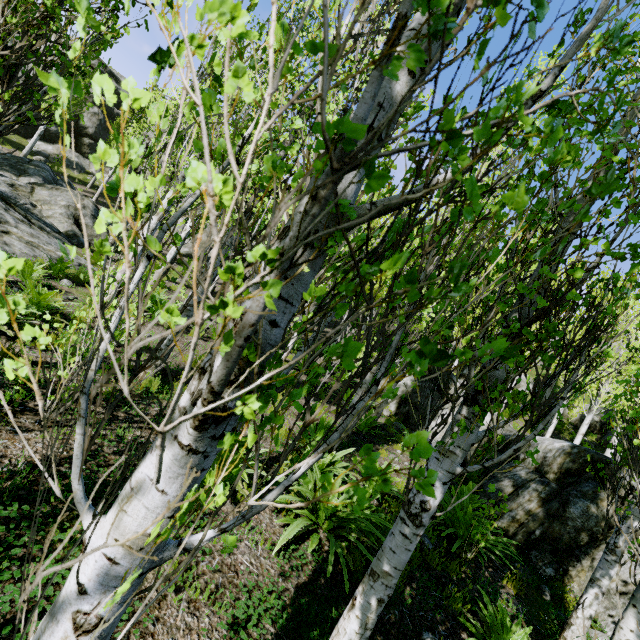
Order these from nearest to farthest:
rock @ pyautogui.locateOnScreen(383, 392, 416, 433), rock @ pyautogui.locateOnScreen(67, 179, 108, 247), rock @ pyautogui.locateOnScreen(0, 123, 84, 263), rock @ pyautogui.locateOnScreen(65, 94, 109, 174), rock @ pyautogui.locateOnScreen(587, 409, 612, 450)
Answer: rock @ pyautogui.locateOnScreen(0, 123, 84, 263), rock @ pyautogui.locateOnScreen(383, 392, 416, 433), rock @ pyautogui.locateOnScreen(67, 179, 108, 247), rock @ pyautogui.locateOnScreen(587, 409, 612, 450), rock @ pyautogui.locateOnScreen(65, 94, 109, 174)

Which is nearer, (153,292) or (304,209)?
(304,209)

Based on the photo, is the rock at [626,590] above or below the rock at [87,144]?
below

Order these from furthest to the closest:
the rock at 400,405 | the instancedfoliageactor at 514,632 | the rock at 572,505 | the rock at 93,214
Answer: the rock at 93,214 < the rock at 400,405 < the rock at 572,505 < the instancedfoliageactor at 514,632

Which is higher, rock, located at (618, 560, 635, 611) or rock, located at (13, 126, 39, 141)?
rock, located at (13, 126, 39, 141)

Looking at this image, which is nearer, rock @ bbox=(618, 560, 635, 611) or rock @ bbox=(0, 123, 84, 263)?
rock @ bbox=(618, 560, 635, 611)

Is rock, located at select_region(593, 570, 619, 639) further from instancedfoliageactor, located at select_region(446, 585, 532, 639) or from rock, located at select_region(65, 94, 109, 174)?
rock, located at select_region(65, 94, 109, 174)

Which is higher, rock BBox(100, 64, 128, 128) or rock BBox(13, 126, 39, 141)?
rock BBox(100, 64, 128, 128)
